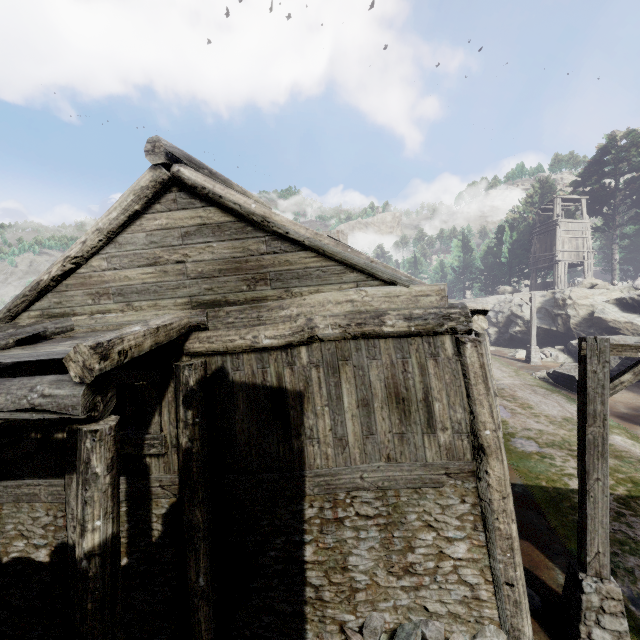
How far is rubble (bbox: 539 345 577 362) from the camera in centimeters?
2229cm

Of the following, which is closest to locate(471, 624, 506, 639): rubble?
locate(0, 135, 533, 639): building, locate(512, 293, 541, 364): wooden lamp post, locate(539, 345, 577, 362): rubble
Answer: locate(0, 135, 533, 639): building

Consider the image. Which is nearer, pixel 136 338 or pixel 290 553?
pixel 136 338

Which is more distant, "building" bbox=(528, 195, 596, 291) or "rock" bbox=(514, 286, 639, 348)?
"building" bbox=(528, 195, 596, 291)

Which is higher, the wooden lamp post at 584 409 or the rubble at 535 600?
the wooden lamp post at 584 409

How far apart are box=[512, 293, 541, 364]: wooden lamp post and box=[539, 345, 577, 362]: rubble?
2.3 meters

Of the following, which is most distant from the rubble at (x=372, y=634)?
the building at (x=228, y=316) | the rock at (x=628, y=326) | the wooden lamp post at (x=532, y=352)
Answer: the rock at (x=628, y=326)

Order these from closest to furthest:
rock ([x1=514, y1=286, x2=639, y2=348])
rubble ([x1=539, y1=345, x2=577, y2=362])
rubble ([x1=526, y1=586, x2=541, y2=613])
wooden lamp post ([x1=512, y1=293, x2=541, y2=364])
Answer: rubble ([x1=526, y1=586, x2=541, y2=613]) < rock ([x1=514, y1=286, x2=639, y2=348]) < wooden lamp post ([x1=512, y1=293, x2=541, y2=364]) < rubble ([x1=539, y1=345, x2=577, y2=362])
